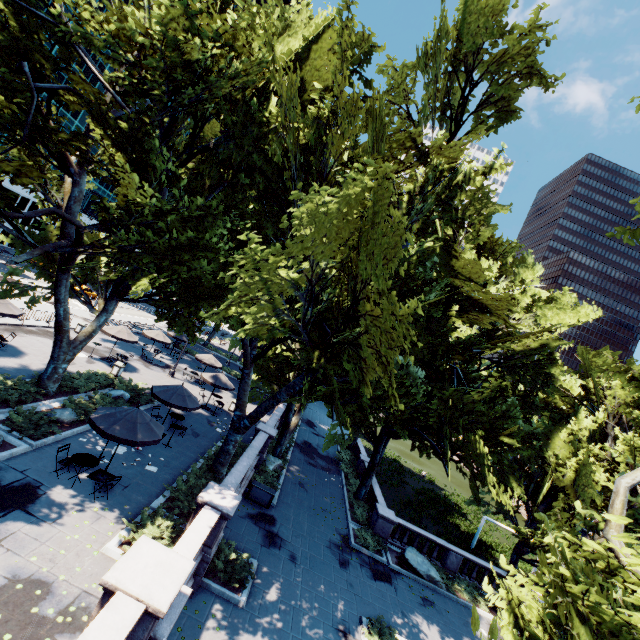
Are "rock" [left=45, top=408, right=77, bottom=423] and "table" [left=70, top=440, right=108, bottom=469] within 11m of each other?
yes

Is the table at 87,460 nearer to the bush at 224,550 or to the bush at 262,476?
the bush at 224,550

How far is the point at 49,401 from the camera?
15.91m

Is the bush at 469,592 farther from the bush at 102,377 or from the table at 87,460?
the bush at 102,377

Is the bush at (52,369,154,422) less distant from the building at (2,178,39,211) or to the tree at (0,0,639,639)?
the tree at (0,0,639,639)

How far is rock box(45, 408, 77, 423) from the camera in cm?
1467

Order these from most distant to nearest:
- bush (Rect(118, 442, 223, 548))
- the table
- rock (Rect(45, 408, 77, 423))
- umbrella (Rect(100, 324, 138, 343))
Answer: umbrella (Rect(100, 324, 138, 343))
rock (Rect(45, 408, 77, 423))
the table
bush (Rect(118, 442, 223, 548))

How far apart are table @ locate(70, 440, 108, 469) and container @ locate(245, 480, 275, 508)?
9.1 meters
